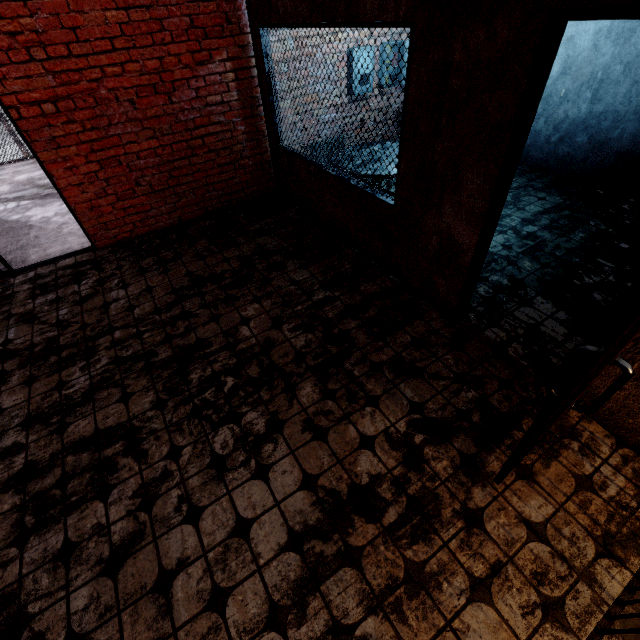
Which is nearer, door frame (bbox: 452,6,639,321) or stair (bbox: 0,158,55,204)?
door frame (bbox: 452,6,639,321)

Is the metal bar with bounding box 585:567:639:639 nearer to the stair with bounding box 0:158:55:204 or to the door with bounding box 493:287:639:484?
the door with bounding box 493:287:639:484

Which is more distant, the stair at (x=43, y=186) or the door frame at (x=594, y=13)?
A: the stair at (x=43, y=186)

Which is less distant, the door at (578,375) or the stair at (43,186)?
the door at (578,375)

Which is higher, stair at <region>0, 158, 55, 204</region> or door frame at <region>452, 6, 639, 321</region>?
door frame at <region>452, 6, 639, 321</region>

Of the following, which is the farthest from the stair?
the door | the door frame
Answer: the door

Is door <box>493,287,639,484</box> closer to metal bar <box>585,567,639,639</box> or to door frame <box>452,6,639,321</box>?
door frame <box>452,6,639,321</box>

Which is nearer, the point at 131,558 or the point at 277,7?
the point at 131,558
